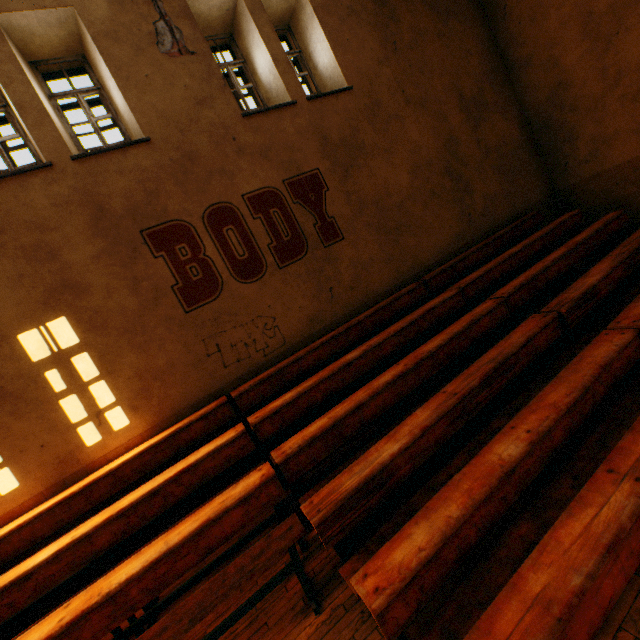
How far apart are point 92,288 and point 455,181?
7.4m
